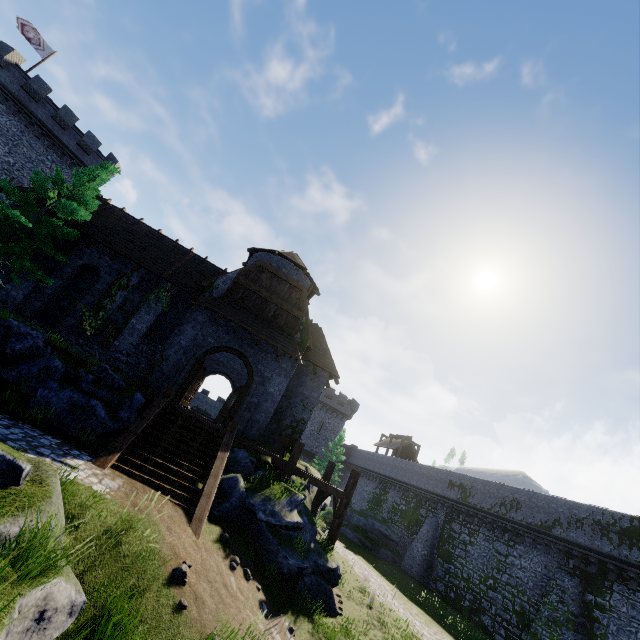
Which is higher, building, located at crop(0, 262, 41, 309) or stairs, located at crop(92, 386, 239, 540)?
building, located at crop(0, 262, 41, 309)

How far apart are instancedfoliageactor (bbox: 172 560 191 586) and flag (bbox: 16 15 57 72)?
42.03m

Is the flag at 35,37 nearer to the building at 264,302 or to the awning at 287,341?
the building at 264,302

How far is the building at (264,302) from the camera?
16.8 meters

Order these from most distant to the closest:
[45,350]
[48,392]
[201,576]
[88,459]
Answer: [45,350] < [48,392] < [88,459] < [201,576]

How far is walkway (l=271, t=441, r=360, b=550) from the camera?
13.8 meters

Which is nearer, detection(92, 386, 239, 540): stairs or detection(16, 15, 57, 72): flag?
detection(92, 386, 239, 540): stairs

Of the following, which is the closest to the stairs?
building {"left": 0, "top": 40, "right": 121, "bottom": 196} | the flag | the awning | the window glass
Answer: the awning
